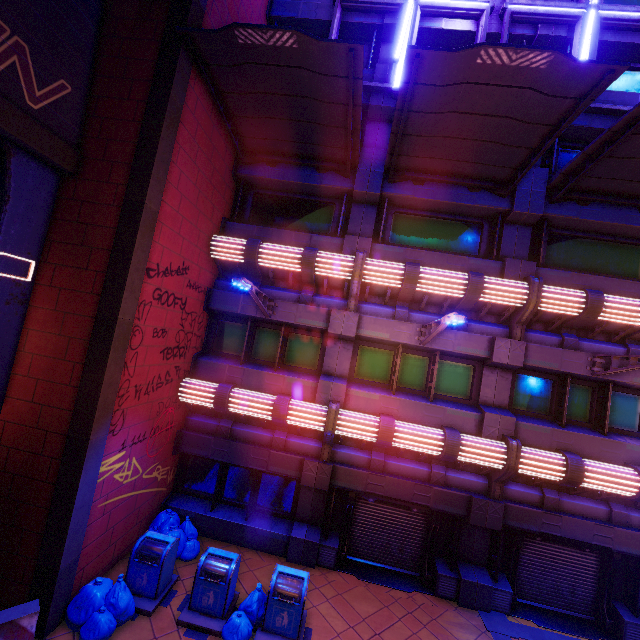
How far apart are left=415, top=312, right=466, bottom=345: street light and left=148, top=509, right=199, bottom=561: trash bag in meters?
8.6

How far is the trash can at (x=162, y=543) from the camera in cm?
725

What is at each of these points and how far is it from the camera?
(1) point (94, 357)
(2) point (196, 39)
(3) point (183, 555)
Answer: (1) column, 6.57m
(2) awning, 7.04m
(3) trash bag, 8.77m

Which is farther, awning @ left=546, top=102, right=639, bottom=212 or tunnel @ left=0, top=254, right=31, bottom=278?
awning @ left=546, top=102, right=639, bottom=212

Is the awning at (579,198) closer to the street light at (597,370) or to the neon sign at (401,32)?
the neon sign at (401,32)

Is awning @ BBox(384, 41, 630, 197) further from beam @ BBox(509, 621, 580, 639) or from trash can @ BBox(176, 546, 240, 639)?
beam @ BBox(509, 621, 580, 639)

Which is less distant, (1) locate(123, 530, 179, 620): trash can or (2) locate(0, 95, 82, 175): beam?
(2) locate(0, 95, 82, 175): beam

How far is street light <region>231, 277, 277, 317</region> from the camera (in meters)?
7.32
